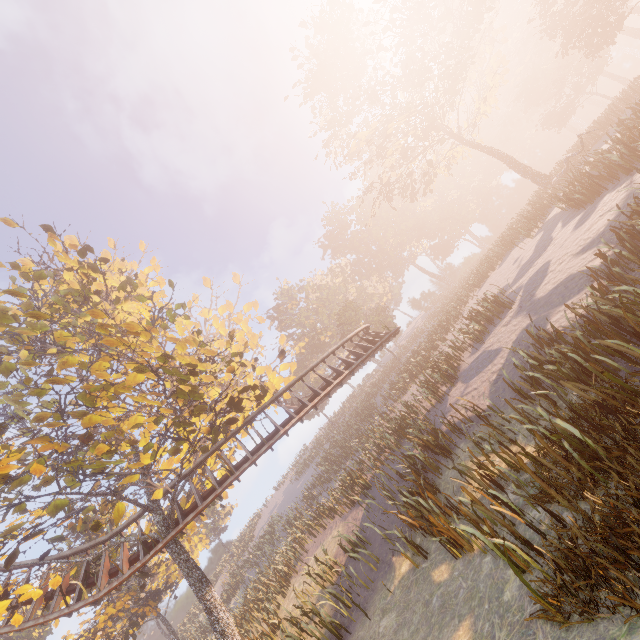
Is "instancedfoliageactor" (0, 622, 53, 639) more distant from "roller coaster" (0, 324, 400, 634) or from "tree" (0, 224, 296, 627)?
"tree" (0, 224, 296, 627)

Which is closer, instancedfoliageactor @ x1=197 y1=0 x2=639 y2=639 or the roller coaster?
instancedfoliageactor @ x1=197 y1=0 x2=639 y2=639

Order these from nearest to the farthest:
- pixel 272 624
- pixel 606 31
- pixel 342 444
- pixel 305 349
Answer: pixel 272 624
pixel 606 31
pixel 342 444
pixel 305 349

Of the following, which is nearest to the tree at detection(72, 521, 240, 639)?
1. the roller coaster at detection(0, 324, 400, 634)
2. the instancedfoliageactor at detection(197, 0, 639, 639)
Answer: the roller coaster at detection(0, 324, 400, 634)

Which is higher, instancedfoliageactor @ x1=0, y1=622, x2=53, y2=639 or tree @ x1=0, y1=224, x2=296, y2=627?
instancedfoliageactor @ x1=0, y1=622, x2=53, y2=639

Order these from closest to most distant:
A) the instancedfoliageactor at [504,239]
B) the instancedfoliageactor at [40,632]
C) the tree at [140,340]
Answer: the instancedfoliageactor at [504,239] < the tree at [140,340] < the instancedfoliageactor at [40,632]

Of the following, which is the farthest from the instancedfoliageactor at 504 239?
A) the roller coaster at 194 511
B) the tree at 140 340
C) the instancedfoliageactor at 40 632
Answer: the instancedfoliageactor at 40 632

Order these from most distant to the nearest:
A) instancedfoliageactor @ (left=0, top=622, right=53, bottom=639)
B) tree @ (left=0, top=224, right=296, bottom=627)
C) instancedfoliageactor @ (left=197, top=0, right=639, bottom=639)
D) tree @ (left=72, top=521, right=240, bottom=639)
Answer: instancedfoliageactor @ (left=0, top=622, right=53, bottom=639) → tree @ (left=72, top=521, right=240, bottom=639) → tree @ (left=0, top=224, right=296, bottom=627) → instancedfoliageactor @ (left=197, top=0, right=639, bottom=639)
